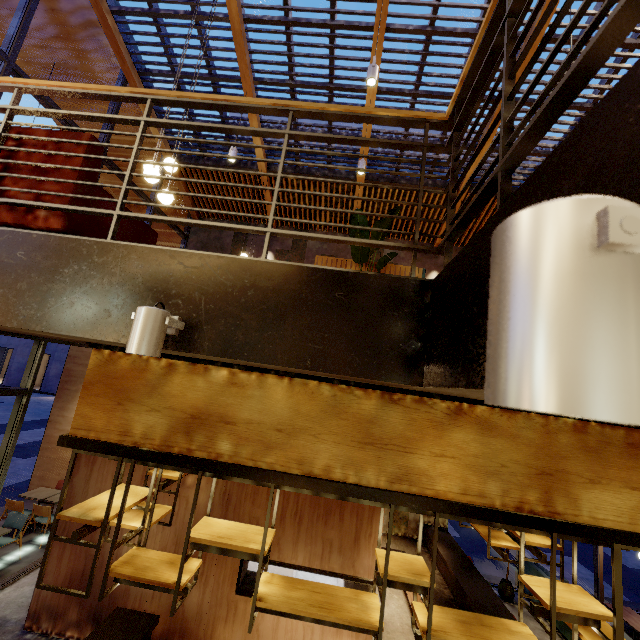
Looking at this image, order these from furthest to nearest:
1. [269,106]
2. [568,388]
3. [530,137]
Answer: [269,106]
[530,137]
[568,388]

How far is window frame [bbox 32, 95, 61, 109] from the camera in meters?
5.4 m

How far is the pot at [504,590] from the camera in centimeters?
779cm

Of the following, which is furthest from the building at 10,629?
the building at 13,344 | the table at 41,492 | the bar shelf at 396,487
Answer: the building at 13,344

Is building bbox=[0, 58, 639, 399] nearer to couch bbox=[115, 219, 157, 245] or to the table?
couch bbox=[115, 219, 157, 245]

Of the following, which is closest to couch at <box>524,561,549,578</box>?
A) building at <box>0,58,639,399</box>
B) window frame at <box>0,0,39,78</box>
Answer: building at <box>0,58,639,399</box>

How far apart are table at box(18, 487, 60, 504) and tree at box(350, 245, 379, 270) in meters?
9.8 m

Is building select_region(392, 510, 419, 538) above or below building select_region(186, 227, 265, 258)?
below
